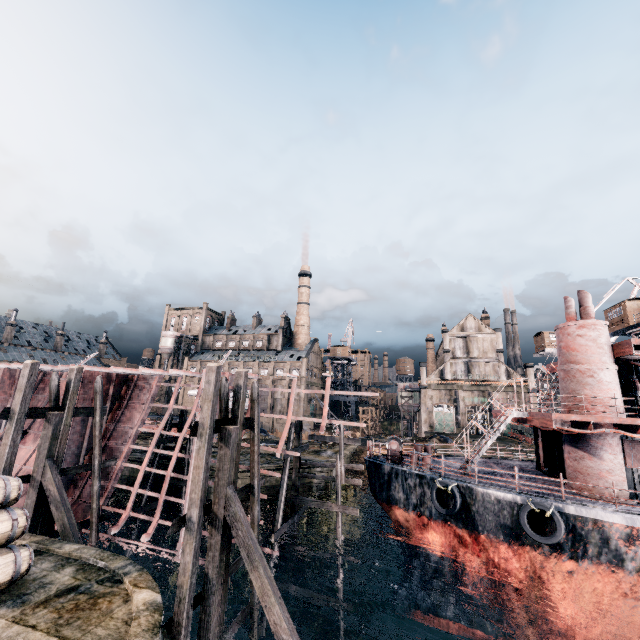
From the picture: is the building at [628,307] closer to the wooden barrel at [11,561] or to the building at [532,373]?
the building at [532,373]

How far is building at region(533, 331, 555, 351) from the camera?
53.9 meters

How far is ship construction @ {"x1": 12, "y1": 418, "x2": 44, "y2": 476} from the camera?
22.08m

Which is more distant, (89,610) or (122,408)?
(122,408)

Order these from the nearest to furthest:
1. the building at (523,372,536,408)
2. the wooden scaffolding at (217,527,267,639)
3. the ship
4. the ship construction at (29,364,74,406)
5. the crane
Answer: the wooden scaffolding at (217,527,267,639)
the ship
the ship construction at (29,364,74,406)
the crane
the building at (523,372,536,408)

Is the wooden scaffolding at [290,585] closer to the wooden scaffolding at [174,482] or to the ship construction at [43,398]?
the ship construction at [43,398]

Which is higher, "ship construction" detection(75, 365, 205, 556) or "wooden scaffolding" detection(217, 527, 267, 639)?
"ship construction" detection(75, 365, 205, 556)
